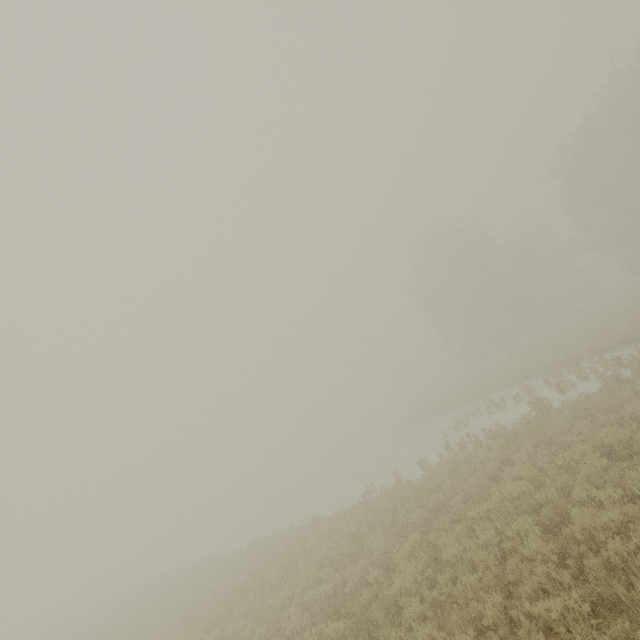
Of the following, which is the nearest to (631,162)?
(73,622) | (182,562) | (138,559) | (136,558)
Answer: (182,562)
